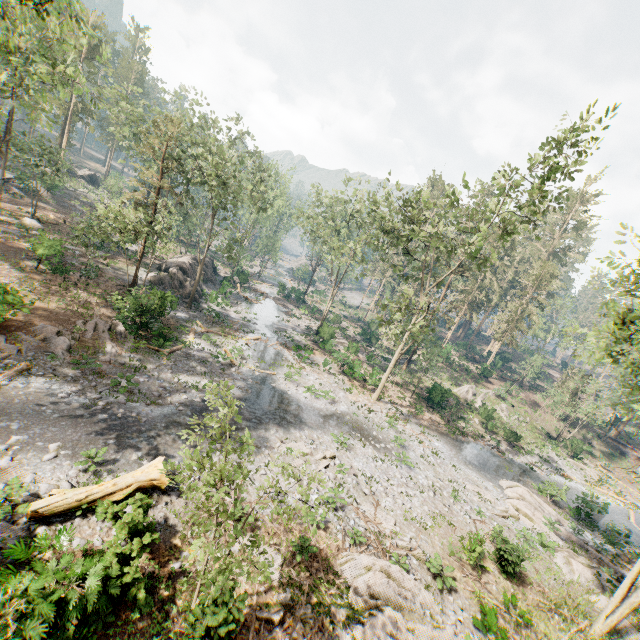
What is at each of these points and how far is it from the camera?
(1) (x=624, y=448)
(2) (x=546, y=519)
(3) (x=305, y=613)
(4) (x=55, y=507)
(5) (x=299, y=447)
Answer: (1) ground embankment, 46.1m
(2) foliage, 22.2m
(3) foliage, 10.6m
(4) tree trunk, 10.2m
(5) foliage, 19.0m

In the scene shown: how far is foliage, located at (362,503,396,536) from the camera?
15.9 meters

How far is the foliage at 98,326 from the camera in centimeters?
1962cm

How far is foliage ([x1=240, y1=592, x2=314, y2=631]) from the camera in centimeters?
1009cm

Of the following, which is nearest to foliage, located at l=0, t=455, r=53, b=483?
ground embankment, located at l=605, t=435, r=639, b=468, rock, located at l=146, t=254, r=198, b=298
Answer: ground embankment, located at l=605, t=435, r=639, b=468

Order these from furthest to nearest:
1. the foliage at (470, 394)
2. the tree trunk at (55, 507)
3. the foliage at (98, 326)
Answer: the foliage at (470, 394) < the foliage at (98, 326) < the tree trunk at (55, 507)

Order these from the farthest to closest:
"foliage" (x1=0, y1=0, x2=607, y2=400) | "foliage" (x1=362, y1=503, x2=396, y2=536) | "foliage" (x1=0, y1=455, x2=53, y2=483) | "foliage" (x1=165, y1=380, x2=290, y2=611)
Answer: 1. "foliage" (x1=0, y1=0, x2=607, y2=400)
2. "foliage" (x1=362, y1=503, x2=396, y2=536)
3. "foliage" (x1=0, y1=455, x2=53, y2=483)
4. "foliage" (x1=165, y1=380, x2=290, y2=611)
